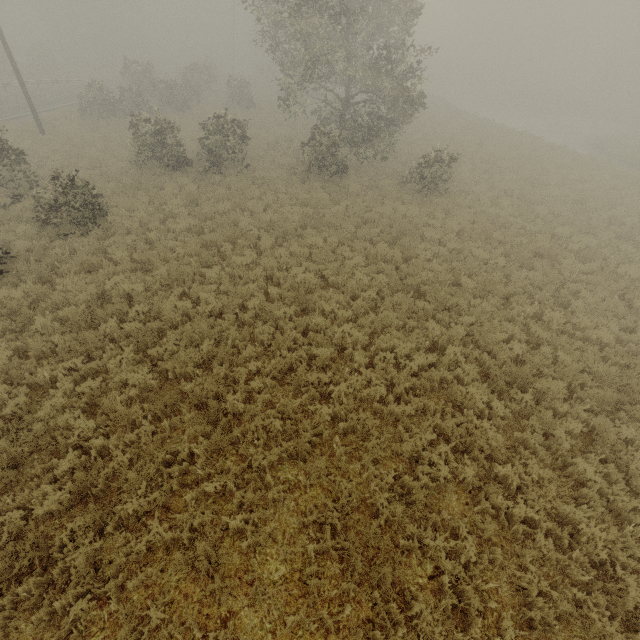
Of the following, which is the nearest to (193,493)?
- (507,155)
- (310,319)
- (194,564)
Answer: (194,564)
